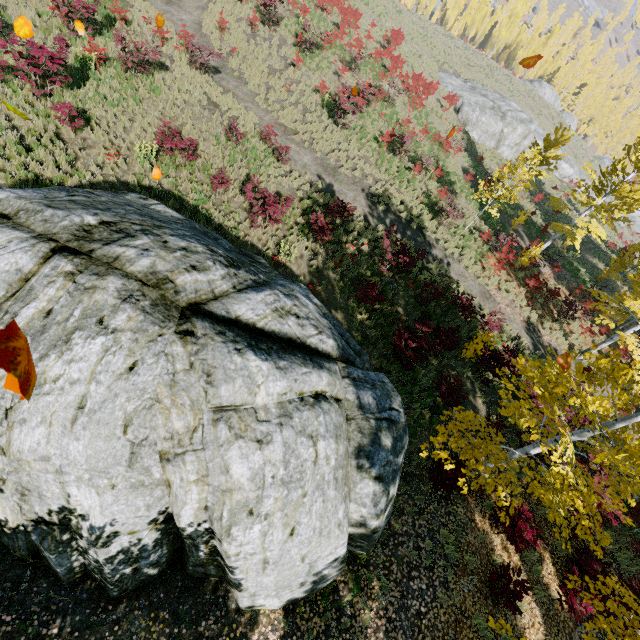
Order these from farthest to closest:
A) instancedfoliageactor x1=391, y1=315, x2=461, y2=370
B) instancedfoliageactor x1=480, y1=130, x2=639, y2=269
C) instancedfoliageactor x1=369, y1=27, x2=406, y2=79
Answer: instancedfoliageactor x1=369, y1=27, x2=406, y2=79, instancedfoliageactor x1=480, y1=130, x2=639, y2=269, instancedfoliageactor x1=391, y1=315, x2=461, y2=370

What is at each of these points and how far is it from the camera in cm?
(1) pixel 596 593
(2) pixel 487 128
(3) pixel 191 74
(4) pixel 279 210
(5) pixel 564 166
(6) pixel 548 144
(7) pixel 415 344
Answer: (1) instancedfoliageactor, 878
(2) rock, 3080
(3) instancedfoliageactor, 1521
(4) instancedfoliageactor, 1115
(5) rock, 4041
(6) instancedfoliageactor, 2248
(7) instancedfoliageactor, 1070

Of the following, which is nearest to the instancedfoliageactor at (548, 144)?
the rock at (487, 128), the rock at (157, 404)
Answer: the rock at (157, 404)

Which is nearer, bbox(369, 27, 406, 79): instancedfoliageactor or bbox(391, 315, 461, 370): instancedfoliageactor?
bbox(391, 315, 461, 370): instancedfoliageactor

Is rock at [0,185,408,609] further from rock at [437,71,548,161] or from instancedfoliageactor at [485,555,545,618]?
rock at [437,71,548,161]

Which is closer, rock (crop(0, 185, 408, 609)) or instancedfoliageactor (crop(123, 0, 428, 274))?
rock (crop(0, 185, 408, 609))

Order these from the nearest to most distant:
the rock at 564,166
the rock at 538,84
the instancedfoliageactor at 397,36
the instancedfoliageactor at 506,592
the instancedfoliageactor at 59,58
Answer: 1. the instancedfoliageactor at 506,592
2. the instancedfoliageactor at 59,58
3. the instancedfoliageactor at 397,36
4. the rock at 564,166
5. the rock at 538,84

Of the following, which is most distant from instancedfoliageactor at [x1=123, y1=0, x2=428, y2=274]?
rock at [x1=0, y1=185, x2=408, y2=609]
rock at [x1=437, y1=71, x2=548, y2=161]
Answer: rock at [x1=437, y1=71, x2=548, y2=161]
